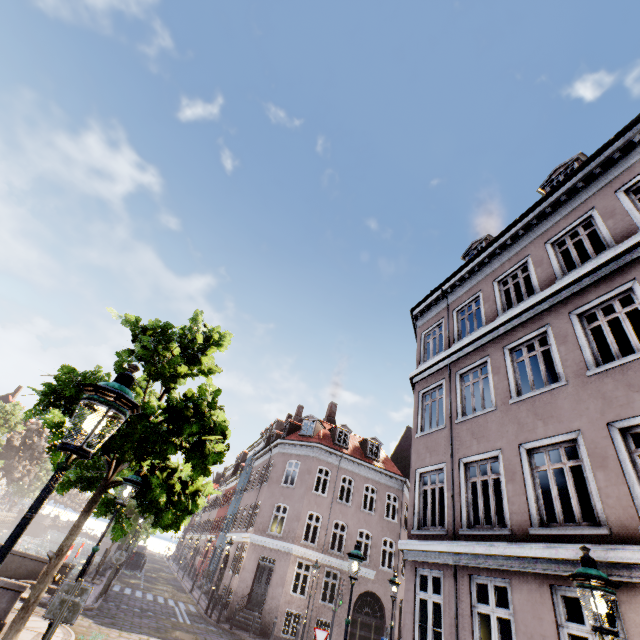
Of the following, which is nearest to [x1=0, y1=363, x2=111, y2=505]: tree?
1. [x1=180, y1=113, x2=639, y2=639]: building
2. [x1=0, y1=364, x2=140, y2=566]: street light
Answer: [x1=0, y1=364, x2=140, y2=566]: street light

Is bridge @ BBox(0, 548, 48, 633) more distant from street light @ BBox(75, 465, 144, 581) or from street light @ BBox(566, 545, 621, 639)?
street light @ BBox(566, 545, 621, 639)

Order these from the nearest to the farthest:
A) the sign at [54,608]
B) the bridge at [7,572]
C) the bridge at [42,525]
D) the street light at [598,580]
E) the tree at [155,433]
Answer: the street light at [598,580], the sign at [54,608], the tree at [155,433], the bridge at [7,572], the bridge at [42,525]

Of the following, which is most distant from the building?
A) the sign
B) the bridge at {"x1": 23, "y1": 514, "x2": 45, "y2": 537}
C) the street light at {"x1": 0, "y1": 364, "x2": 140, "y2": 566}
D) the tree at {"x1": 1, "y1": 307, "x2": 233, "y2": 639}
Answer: the bridge at {"x1": 23, "y1": 514, "x2": 45, "y2": 537}

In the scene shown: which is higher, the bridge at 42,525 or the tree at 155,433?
the tree at 155,433

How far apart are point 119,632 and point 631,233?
20.40m

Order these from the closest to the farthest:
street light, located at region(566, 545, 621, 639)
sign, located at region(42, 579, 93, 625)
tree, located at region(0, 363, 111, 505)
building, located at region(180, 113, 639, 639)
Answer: street light, located at region(566, 545, 621, 639) → sign, located at region(42, 579, 93, 625) → building, located at region(180, 113, 639, 639) → tree, located at region(0, 363, 111, 505)

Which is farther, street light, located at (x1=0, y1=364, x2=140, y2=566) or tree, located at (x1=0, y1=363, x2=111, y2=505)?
tree, located at (x1=0, y1=363, x2=111, y2=505)
